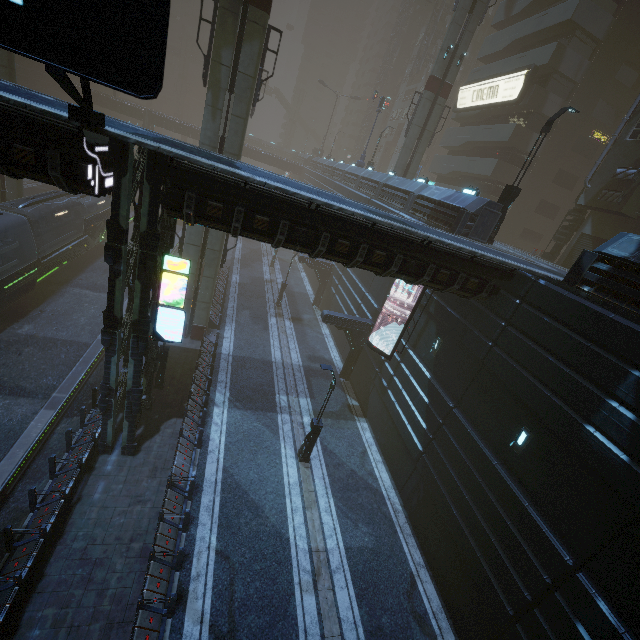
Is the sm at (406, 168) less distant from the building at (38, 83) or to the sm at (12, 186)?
the building at (38, 83)

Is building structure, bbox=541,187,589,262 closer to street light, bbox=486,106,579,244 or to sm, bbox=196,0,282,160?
street light, bbox=486,106,579,244

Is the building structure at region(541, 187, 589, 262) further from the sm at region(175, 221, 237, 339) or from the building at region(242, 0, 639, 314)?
the sm at region(175, 221, 237, 339)

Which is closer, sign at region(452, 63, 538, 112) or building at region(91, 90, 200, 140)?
sign at region(452, 63, 538, 112)

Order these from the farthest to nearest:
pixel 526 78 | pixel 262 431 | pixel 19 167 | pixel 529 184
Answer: → pixel 529 184 → pixel 526 78 → pixel 262 431 → pixel 19 167

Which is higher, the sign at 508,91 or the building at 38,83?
the sign at 508,91

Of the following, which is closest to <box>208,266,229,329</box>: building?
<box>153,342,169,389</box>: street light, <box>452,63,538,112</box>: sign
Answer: <box>452,63,538,112</box>: sign

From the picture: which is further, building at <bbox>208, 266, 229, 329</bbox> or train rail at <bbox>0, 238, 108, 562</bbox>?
building at <bbox>208, 266, 229, 329</bbox>
